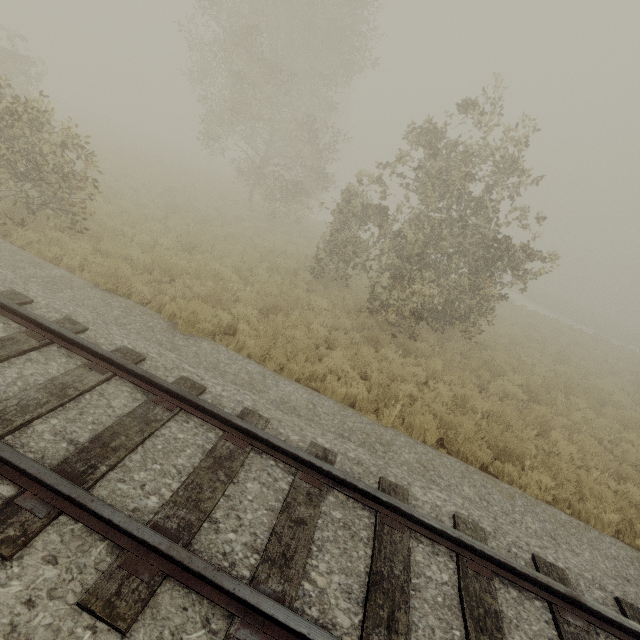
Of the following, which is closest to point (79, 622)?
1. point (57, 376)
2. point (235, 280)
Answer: point (57, 376)

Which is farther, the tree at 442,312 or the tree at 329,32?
the tree at 329,32

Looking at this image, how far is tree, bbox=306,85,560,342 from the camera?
9.3 meters

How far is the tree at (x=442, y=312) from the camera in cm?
927

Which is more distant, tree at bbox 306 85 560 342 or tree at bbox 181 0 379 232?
tree at bbox 181 0 379 232
